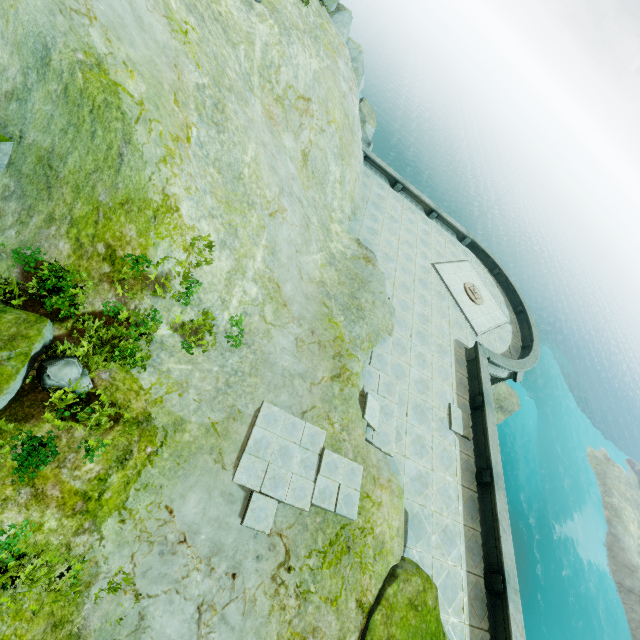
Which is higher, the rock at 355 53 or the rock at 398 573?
the rock at 355 53

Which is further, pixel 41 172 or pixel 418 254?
pixel 418 254

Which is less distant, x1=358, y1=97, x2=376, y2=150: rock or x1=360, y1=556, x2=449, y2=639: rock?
x1=360, y1=556, x2=449, y2=639: rock

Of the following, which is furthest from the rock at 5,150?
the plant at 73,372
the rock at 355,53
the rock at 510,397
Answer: the rock at 510,397

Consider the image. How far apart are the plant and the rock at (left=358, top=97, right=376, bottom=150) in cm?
2428

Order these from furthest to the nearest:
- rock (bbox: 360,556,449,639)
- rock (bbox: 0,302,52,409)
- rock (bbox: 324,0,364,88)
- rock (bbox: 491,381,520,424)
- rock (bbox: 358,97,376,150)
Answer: rock (bbox: 491,381,520,424) < rock (bbox: 358,97,376,150) < rock (bbox: 324,0,364,88) < rock (bbox: 360,556,449,639) < rock (bbox: 0,302,52,409)

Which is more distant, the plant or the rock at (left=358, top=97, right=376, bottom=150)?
the rock at (left=358, top=97, right=376, bottom=150)
